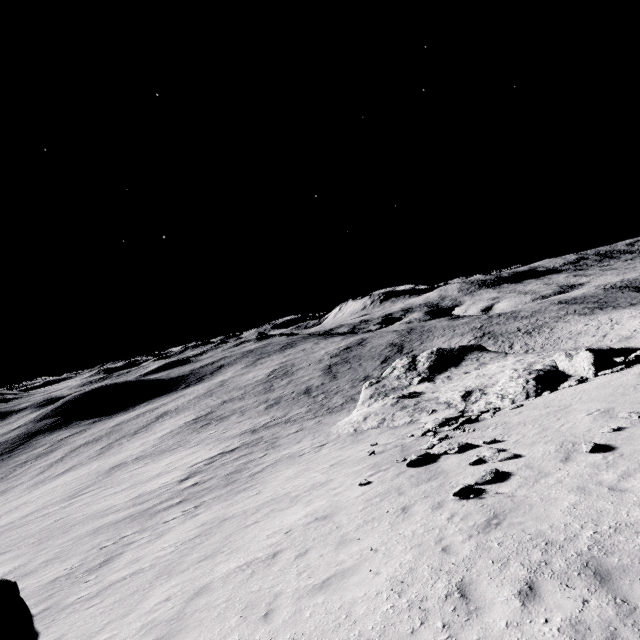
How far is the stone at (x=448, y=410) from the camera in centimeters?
2100cm

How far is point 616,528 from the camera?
6.1m

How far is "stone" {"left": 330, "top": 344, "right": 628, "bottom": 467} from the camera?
21.0 meters

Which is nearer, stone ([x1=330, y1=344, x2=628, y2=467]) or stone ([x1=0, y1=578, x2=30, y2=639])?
stone ([x1=0, y1=578, x2=30, y2=639])

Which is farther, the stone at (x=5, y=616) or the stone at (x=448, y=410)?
the stone at (x=448, y=410)
